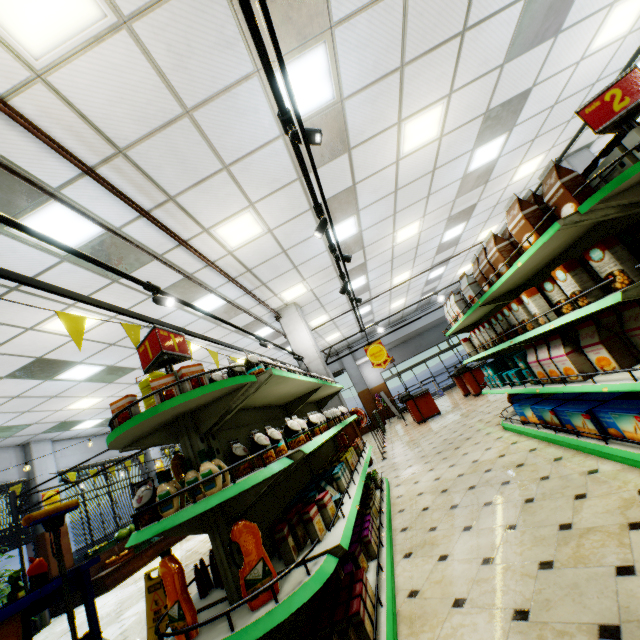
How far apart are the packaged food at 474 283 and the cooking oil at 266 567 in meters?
2.9

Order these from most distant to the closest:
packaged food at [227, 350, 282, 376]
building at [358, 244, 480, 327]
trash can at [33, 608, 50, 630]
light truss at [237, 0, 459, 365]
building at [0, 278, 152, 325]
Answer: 1. building at [358, 244, 480, 327]
2. trash can at [33, 608, 50, 630]
3. building at [0, 278, 152, 325]
4. packaged food at [227, 350, 282, 376]
5. light truss at [237, 0, 459, 365]

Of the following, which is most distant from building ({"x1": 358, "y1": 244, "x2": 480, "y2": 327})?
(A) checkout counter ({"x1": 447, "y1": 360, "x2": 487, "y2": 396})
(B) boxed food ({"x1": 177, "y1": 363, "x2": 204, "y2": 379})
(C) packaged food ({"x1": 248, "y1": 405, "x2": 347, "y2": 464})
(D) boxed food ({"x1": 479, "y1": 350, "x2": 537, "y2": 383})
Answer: (B) boxed food ({"x1": 177, "y1": 363, "x2": 204, "y2": 379})

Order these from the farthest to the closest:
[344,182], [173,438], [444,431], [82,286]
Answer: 1. [444,431]
2. [344,182]
3. [82,286]
4. [173,438]

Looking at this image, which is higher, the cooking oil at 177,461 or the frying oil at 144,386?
the frying oil at 144,386

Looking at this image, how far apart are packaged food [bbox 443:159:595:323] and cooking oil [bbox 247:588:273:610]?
2.89m

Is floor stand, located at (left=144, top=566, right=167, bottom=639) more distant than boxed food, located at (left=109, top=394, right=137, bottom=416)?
Yes

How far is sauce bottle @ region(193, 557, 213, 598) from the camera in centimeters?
220cm
